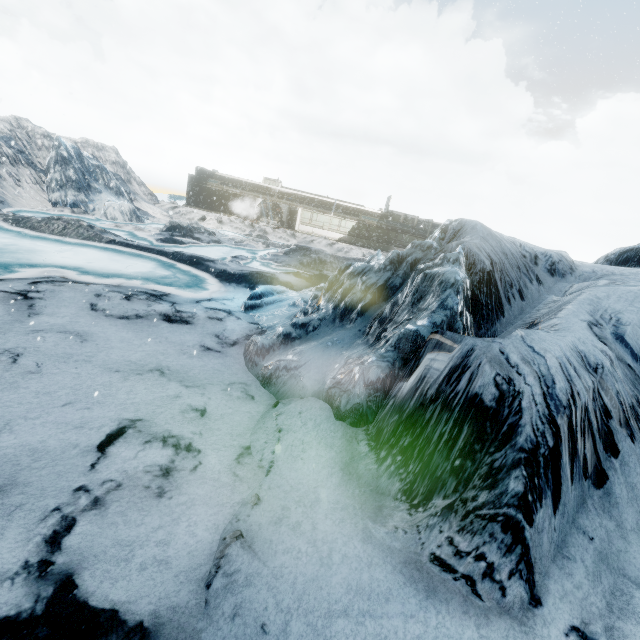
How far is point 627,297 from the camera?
6.8m
